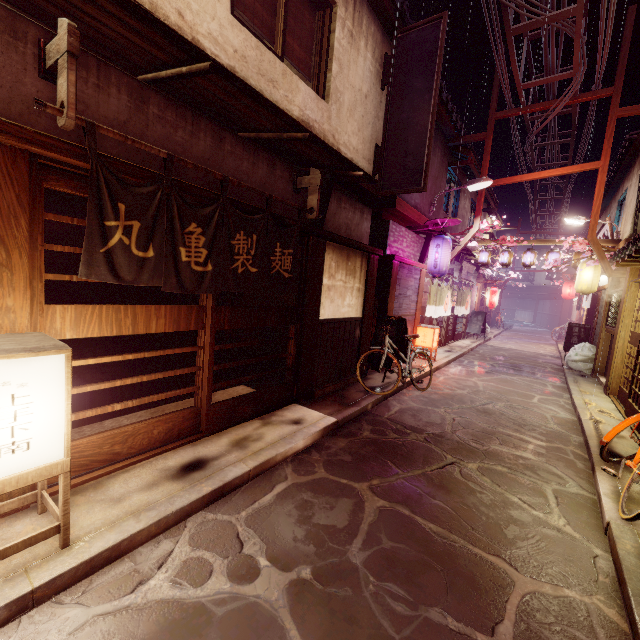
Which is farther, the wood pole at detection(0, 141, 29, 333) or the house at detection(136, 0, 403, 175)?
the house at detection(136, 0, 403, 175)

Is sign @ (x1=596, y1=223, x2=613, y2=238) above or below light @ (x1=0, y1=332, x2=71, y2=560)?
above

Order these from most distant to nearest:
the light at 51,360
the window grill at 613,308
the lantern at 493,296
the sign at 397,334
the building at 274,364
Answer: the lantern at 493,296
the window grill at 613,308
the sign at 397,334
the building at 274,364
the light at 51,360

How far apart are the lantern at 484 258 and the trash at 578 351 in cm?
800

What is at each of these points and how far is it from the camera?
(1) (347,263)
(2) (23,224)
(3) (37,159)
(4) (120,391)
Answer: (1) house, 11.5m
(2) wood pole, 4.4m
(3) door frame, 4.4m
(4) building, 9.9m

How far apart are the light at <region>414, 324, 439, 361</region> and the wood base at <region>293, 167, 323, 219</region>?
11.0 meters

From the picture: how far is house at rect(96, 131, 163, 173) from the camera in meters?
5.4 m

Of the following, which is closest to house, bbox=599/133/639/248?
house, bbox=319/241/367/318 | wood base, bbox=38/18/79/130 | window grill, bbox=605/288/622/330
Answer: window grill, bbox=605/288/622/330
